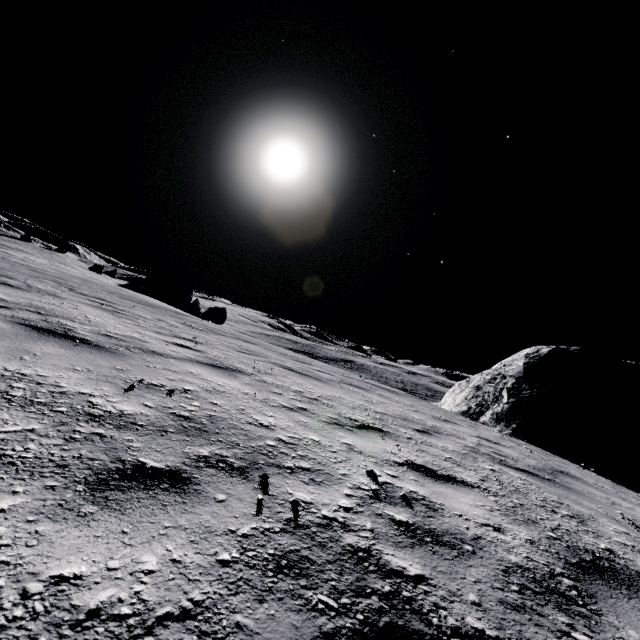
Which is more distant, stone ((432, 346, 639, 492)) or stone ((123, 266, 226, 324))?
stone ((123, 266, 226, 324))

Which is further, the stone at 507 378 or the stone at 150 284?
the stone at 150 284

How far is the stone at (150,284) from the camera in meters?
28.5

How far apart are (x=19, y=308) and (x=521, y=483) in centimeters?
641cm

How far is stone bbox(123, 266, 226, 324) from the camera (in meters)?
28.45
